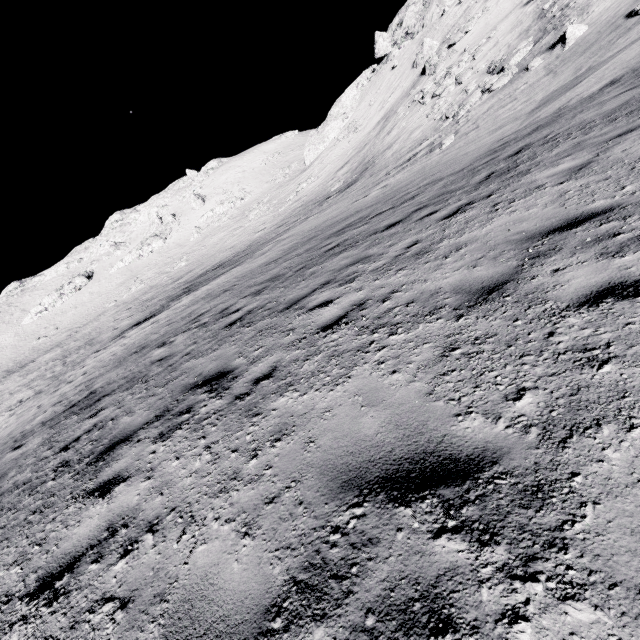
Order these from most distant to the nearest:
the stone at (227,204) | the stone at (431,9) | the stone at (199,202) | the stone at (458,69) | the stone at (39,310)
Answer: the stone at (199,202), the stone at (39,310), the stone at (227,204), the stone at (431,9), the stone at (458,69)

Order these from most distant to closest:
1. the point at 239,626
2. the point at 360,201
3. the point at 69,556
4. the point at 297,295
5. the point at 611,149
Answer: the point at 360,201, the point at 297,295, the point at 611,149, the point at 69,556, the point at 239,626

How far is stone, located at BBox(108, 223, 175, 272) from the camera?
56.2m

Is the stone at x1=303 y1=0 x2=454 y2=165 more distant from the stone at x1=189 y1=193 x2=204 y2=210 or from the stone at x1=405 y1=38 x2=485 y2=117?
the stone at x1=189 y1=193 x2=204 y2=210

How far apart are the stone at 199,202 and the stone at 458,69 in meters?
44.7

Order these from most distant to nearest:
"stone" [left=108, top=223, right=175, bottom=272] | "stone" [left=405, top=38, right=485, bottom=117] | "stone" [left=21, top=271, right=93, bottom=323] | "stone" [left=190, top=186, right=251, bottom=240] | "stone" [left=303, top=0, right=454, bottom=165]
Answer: "stone" [left=108, top=223, right=175, bottom=272] → "stone" [left=21, top=271, right=93, bottom=323] → "stone" [left=190, top=186, right=251, bottom=240] → "stone" [left=303, top=0, right=454, bottom=165] → "stone" [left=405, top=38, right=485, bottom=117]

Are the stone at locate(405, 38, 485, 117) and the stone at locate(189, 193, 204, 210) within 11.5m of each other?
no

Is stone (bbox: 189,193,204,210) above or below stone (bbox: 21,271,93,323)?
above
